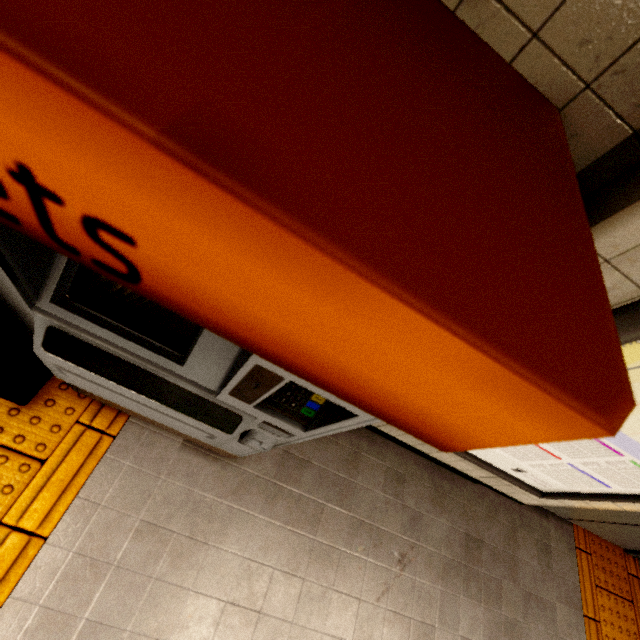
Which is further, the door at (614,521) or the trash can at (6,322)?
the door at (614,521)

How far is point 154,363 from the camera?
0.88m

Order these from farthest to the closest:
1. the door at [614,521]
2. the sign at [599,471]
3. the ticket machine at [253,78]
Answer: the door at [614,521] → the sign at [599,471] → the ticket machine at [253,78]

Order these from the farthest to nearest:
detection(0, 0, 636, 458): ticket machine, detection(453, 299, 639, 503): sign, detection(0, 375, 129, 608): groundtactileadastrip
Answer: detection(0, 375, 129, 608): groundtactileadastrip → detection(453, 299, 639, 503): sign → detection(0, 0, 636, 458): ticket machine

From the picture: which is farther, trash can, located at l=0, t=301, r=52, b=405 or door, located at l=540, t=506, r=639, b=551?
door, located at l=540, t=506, r=639, b=551

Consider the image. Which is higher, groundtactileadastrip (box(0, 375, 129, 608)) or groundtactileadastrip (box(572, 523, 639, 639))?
groundtactileadastrip (box(572, 523, 639, 639))

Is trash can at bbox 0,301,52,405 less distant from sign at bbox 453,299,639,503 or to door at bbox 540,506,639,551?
sign at bbox 453,299,639,503

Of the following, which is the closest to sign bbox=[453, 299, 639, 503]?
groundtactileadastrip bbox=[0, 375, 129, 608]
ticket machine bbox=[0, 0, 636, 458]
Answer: ticket machine bbox=[0, 0, 636, 458]
